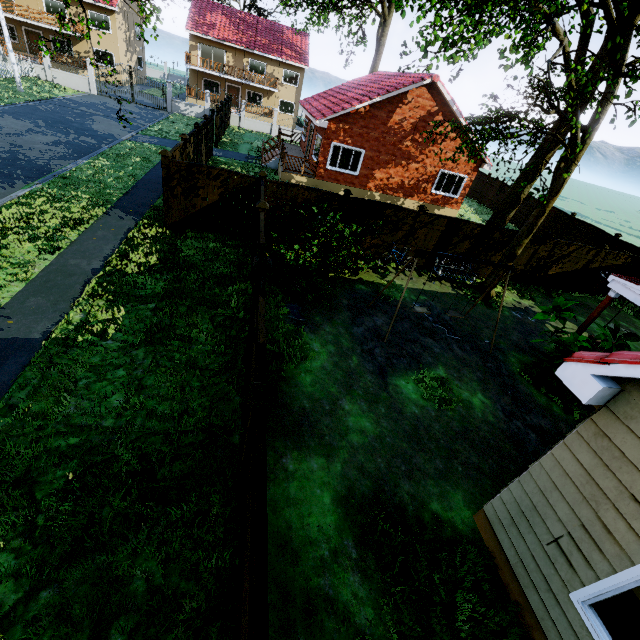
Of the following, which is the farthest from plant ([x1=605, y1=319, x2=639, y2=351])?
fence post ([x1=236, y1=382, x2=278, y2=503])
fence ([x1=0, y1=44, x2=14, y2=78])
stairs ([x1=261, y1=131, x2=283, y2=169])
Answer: stairs ([x1=261, y1=131, x2=283, y2=169])

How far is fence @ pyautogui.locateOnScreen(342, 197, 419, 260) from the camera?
11.8 meters

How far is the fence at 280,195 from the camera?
9.3m

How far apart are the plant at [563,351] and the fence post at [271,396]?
8.01m

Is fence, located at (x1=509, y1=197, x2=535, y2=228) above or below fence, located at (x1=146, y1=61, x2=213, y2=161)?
above

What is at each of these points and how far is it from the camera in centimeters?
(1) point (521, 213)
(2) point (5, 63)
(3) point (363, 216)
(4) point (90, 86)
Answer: (1) fence, 2467cm
(2) fence, 2703cm
(3) fence, 1203cm
(4) fence, 2859cm

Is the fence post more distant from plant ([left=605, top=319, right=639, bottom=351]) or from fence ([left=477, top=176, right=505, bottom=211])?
plant ([left=605, top=319, right=639, bottom=351])

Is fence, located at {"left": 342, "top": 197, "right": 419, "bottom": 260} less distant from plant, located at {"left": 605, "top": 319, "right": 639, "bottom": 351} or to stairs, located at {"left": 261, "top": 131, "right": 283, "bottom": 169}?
stairs, located at {"left": 261, "top": 131, "right": 283, "bottom": 169}
